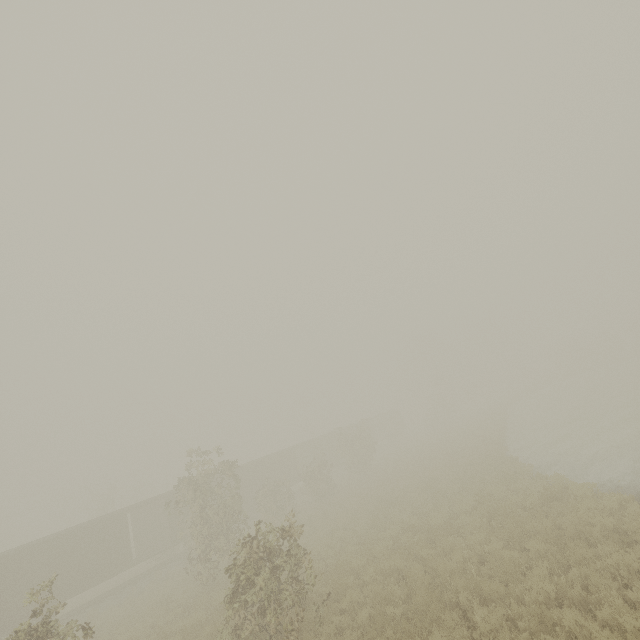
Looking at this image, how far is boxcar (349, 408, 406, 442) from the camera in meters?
49.2

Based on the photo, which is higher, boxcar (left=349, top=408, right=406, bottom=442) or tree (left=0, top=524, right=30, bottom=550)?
tree (left=0, top=524, right=30, bottom=550)

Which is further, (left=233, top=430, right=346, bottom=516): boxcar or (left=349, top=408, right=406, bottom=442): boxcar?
(left=349, top=408, right=406, bottom=442): boxcar

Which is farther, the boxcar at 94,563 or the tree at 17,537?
the tree at 17,537

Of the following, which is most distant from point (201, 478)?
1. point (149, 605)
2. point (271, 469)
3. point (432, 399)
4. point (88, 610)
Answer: point (432, 399)

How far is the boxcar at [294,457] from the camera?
30.95m
